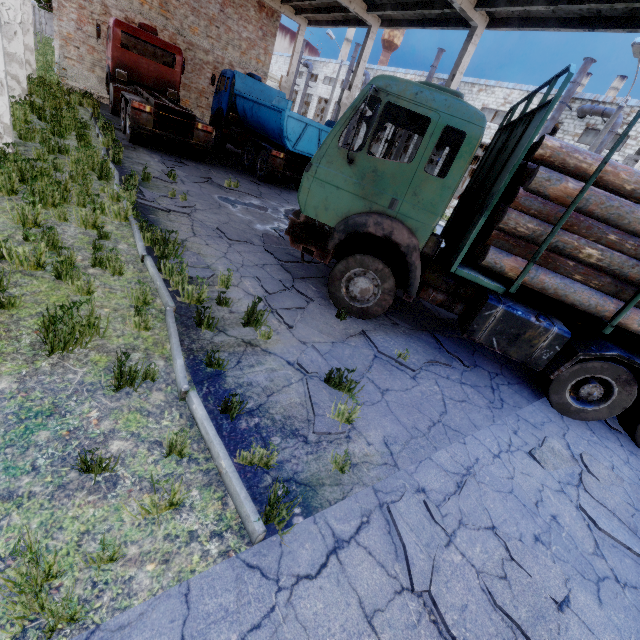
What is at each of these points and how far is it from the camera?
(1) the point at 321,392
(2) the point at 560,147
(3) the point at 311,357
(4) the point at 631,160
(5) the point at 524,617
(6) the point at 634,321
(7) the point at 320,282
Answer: (1) asphalt debris, 4.04m
(2) log pile, 4.12m
(3) asphalt debris, 4.51m
(4) column beam, 8.07m
(5) asphalt debris, 2.58m
(6) log pile, 4.69m
(7) asphalt debris, 6.96m

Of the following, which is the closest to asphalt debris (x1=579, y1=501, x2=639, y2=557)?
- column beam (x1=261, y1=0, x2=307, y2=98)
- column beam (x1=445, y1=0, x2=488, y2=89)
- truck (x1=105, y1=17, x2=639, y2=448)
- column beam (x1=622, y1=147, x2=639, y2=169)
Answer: truck (x1=105, y1=17, x2=639, y2=448)

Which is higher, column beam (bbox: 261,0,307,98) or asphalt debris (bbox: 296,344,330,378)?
column beam (bbox: 261,0,307,98)

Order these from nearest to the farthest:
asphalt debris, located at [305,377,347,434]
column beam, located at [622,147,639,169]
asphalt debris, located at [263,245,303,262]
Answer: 1. asphalt debris, located at [305,377,347,434]
2. asphalt debris, located at [263,245,303,262]
3. column beam, located at [622,147,639,169]

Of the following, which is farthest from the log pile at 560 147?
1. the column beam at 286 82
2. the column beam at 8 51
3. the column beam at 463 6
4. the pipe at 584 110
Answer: the pipe at 584 110

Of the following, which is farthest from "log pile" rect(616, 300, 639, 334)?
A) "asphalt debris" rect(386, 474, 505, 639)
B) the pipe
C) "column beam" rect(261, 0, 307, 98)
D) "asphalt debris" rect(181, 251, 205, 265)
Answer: the pipe

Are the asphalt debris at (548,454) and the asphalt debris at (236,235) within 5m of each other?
no

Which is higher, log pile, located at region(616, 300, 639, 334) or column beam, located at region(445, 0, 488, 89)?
column beam, located at region(445, 0, 488, 89)
